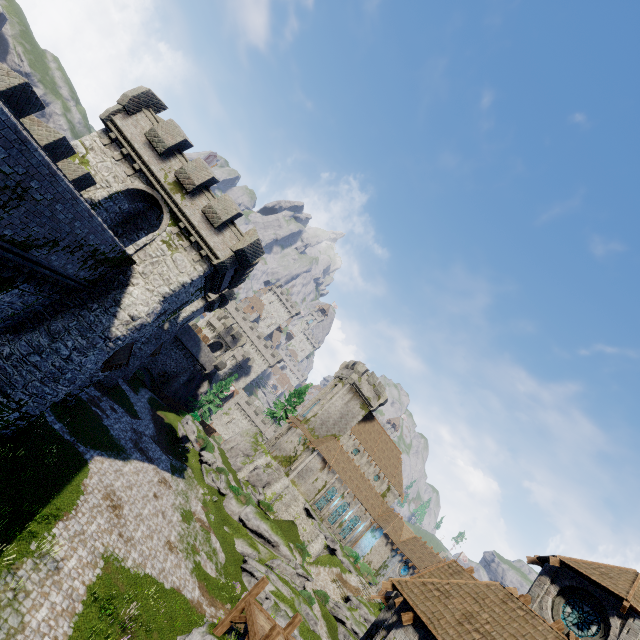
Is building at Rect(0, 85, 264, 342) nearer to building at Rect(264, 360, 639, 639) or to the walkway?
the walkway

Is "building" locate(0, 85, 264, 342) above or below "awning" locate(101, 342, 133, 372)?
above

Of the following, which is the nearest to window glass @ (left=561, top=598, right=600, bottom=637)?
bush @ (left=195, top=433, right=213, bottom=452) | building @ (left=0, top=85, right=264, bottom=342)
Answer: building @ (left=0, top=85, right=264, bottom=342)

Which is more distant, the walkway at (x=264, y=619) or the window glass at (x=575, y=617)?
the walkway at (x=264, y=619)

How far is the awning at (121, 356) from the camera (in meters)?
19.80

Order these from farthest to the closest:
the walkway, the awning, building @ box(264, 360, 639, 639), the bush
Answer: the bush, the awning, the walkway, building @ box(264, 360, 639, 639)

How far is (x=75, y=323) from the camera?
16.88m

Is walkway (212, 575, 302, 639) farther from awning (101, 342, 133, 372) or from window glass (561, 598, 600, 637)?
awning (101, 342, 133, 372)
